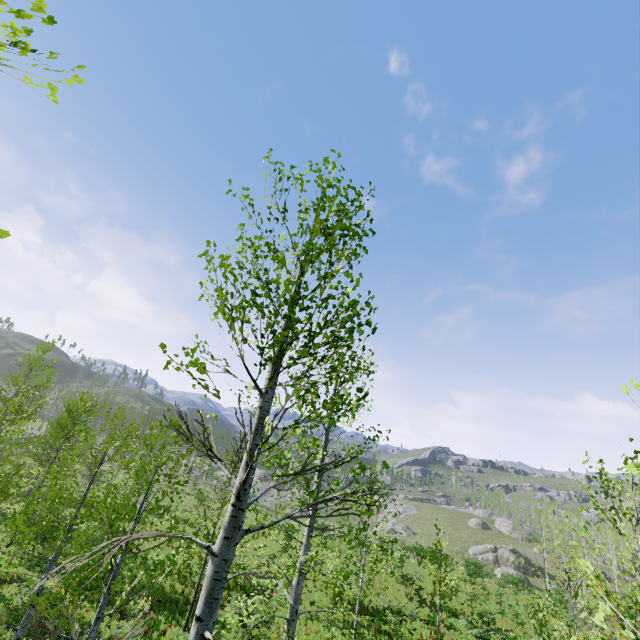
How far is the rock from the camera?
43.5 meters

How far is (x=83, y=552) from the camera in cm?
1400

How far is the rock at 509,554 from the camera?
43.5m
